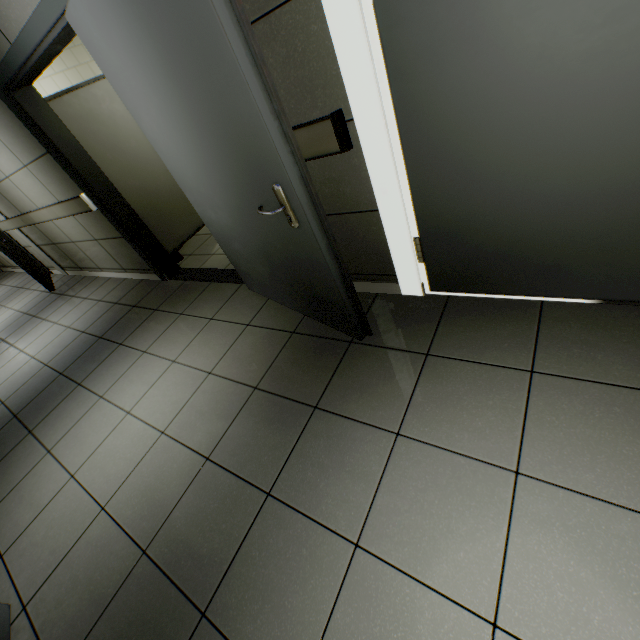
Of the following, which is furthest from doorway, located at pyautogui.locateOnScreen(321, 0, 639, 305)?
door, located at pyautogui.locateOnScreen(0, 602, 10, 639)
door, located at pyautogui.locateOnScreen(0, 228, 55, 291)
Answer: door, located at pyautogui.locateOnScreen(0, 228, 55, 291)

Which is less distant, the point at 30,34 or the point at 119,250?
the point at 30,34

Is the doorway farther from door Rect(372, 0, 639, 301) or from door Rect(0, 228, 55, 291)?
door Rect(0, 228, 55, 291)

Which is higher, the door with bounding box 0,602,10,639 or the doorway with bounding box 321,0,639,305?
the doorway with bounding box 321,0,639,305

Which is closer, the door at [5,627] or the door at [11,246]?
the door at [5,627]

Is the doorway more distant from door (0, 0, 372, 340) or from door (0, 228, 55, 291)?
door (0, 228, 55, 291)

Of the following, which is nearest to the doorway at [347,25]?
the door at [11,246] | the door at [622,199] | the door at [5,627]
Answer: the door at [622,199]

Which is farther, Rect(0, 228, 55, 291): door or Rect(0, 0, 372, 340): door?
Rect(0, 228, 55, 291): door
